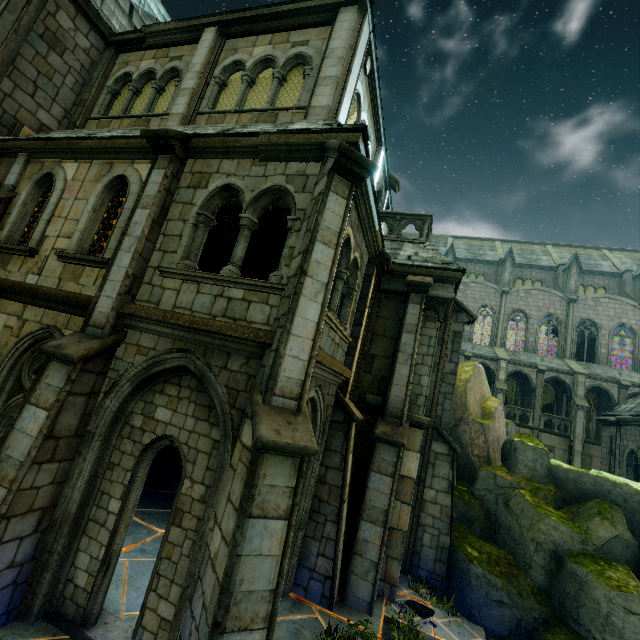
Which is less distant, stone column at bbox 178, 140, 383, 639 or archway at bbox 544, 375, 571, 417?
stone column at bbox 178, 140, 383, 639

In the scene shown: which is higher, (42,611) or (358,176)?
(358,176)

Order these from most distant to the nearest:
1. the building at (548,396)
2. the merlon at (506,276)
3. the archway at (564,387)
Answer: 1. the merlon at (506,276)
2. the building at (548,396)
3. the archway at (564,387)

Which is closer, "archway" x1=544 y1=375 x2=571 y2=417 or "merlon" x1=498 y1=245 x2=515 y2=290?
"archway" x1=544 y1=375 x2=571 y2=417

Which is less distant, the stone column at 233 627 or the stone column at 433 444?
the stone column at 233 627

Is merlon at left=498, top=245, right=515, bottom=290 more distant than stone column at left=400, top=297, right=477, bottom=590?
Yes

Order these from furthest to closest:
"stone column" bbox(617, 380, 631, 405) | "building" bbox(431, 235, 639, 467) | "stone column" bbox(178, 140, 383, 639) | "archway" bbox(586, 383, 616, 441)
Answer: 1. "building" bbox(431, 235, 639, 467)
2. "archway" bbox(586, 383, 616, 441)
3. "stone column" bbox(617, 380, 631, 405)
4. "stone column" bbox(178, 140, 383, 639)

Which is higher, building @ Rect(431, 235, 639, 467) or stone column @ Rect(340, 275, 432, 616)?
building @ Rect(431, 235, 639, 467)
